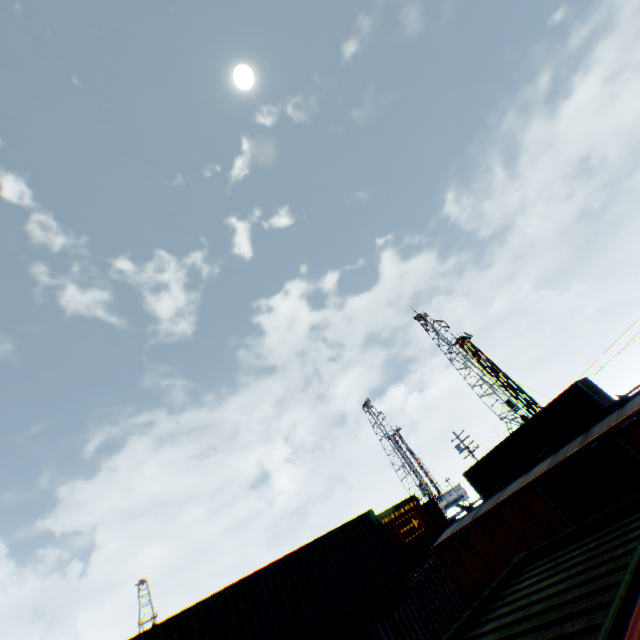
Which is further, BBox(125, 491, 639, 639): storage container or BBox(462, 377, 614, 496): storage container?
BBox(462, 377, 614, 496): storage container

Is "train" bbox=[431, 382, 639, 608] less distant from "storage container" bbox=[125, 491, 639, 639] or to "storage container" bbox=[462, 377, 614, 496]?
"storage container" bbox=[125, 491, 639, 639]

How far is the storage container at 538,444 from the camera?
21.2 meters

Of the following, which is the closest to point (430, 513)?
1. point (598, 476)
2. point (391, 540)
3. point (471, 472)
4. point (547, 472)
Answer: point (471, 472)

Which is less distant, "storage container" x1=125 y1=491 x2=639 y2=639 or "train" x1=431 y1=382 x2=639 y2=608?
"storage container" x1=125 y1=491 x2=639 y2=639

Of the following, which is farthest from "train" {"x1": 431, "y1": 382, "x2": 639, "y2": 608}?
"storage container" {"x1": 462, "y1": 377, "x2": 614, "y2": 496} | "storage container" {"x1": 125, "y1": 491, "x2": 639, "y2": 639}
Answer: "storage container" {"x1": 462, "y1": 377, "x2": 614, "y2": 496}

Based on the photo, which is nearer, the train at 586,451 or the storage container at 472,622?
the storage container at 472,622

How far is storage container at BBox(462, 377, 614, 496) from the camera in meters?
21.2 m
